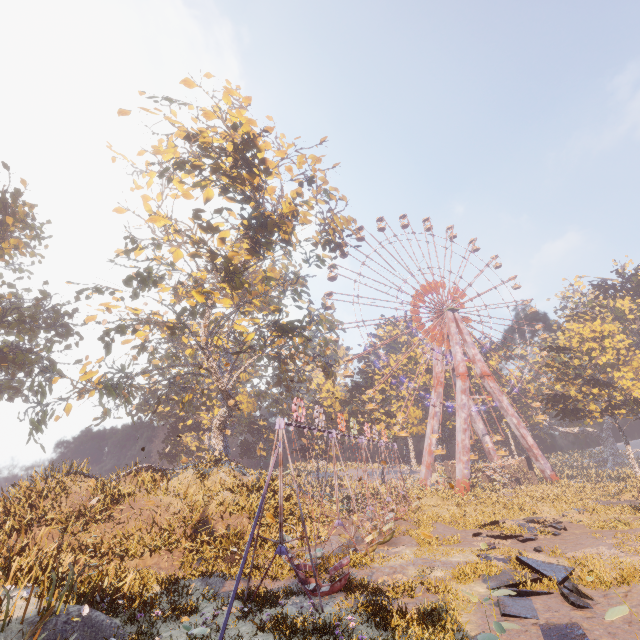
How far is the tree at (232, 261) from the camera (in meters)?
18.42

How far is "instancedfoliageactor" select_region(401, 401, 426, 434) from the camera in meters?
52.5 m

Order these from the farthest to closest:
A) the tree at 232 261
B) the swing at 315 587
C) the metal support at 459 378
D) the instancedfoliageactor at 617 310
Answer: the instancedfoliageactor at 617 310
the metal support at 459 378
the tree at 232 261
the swing at 315 587

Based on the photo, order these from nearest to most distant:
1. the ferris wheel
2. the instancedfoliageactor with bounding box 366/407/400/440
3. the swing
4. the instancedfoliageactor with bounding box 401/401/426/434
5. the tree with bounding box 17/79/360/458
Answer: the swing, the tree with bounding box 17/79/360/458, the ferris wheel, the instancedfoliageactor with bounding box 366/407/400/440, the instancedfoliageactor with bounding box 401/401/426/434

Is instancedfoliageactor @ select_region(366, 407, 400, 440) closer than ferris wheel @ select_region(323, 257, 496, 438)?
No

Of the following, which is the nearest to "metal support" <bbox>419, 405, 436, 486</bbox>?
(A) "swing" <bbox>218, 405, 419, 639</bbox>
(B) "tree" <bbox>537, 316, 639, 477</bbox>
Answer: (B) "tree" <bbox>537, 316, 639, 477</bbox>

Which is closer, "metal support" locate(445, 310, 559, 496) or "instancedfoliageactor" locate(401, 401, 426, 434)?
"metal support" locate(445, 310, 559, 496)

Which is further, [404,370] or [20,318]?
[404,370]
